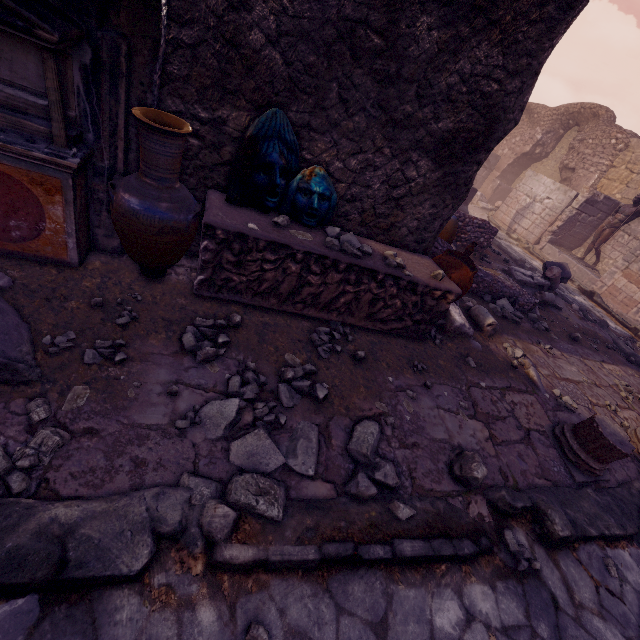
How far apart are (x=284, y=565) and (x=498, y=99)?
4.3m

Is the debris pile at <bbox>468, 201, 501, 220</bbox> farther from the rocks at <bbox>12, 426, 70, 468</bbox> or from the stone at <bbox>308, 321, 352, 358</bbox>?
the rocks at <bbox>12, 426, 70, 468</bbox>

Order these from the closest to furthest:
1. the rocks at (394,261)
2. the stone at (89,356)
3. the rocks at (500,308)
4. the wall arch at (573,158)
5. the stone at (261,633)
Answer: the stone at (261,633)
the stone at (89,356)
the rocks at (394,261)
the rocks at (500,308)
the wall arch at (573,158)

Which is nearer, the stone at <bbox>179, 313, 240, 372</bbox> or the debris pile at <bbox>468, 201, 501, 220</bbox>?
the stone at <bbox>179, 313, 240, 372</bbox>

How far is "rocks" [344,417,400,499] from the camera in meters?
2.3 m

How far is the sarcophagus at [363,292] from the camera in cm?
281

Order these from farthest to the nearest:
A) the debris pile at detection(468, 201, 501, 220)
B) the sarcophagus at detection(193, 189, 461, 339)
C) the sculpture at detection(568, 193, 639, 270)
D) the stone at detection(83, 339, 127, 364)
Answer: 1. the debris pile at detection(468, 201, 501, 220)
2. the sculpture at detection(568, 193, 639, 270)
3. the sarcophagus at detection(193, 189, 461, 339)
4. the stone at detection(83, 339, 127, 364)

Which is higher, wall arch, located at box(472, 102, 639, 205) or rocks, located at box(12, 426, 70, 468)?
wall arch, located at box(472, 102, 639, 205)
